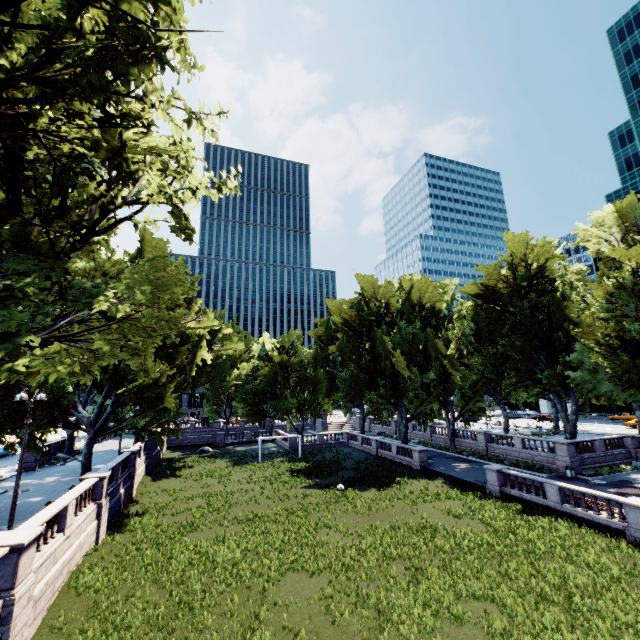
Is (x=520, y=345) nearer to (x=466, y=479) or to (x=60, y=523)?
(x=466, y=479)
